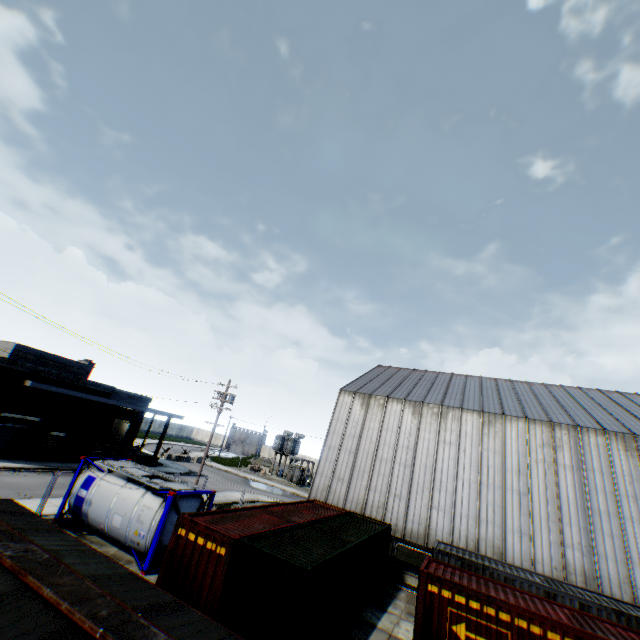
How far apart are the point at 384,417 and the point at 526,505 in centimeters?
1055cm

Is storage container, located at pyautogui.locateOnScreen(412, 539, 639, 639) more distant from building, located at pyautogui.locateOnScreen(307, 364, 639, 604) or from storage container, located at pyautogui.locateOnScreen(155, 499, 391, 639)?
building, located at pyautogui.locateOnScreen(307, 364, 639, 604)

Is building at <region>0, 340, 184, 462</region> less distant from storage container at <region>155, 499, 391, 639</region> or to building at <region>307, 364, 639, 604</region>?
building at <region>307, 364, 639, 604</region>

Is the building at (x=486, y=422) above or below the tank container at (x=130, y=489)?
above

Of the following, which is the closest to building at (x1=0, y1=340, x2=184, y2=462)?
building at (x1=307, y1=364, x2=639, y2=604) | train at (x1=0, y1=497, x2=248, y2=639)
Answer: building at (x1=307, y1=364, x2=639, y2=604)

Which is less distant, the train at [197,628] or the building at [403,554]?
the train at [197,628]

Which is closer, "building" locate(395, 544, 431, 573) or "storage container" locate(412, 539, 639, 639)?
"storage container" locate(412, 539, 639, 639)

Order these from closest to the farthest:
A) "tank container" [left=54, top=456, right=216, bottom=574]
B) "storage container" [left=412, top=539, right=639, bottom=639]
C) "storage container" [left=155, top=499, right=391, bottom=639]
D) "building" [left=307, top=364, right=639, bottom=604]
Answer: "storage container" [left=155, top=499, right=391, bottom=639] → "storage container" [left=412, top=539, right=639, bottom=639] → "tank container" [left=54, top=456, right=216, bottom=574] → "building" [left=307, top=364, right=639, bottom=604]
